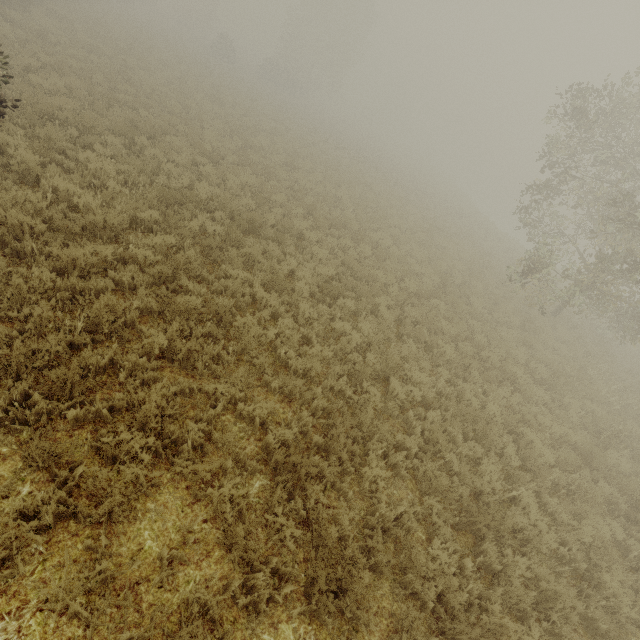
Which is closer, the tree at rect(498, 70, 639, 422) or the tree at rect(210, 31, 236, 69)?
the tree at rect(498, 70, 639, 422)

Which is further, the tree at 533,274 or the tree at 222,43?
the tree at 222,43

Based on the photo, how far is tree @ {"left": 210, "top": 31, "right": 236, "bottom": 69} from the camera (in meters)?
36.41

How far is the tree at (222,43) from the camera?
36.4m

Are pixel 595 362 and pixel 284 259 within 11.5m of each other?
no
